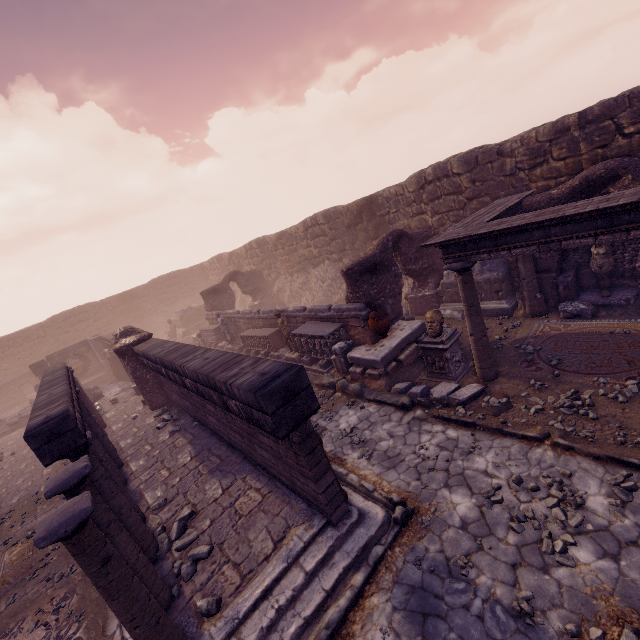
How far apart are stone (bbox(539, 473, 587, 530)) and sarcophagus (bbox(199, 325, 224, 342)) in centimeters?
1591cm

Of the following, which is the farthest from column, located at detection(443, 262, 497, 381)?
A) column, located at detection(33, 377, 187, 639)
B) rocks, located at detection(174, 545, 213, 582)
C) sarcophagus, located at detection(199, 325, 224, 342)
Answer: sarcophagus, located at detection(199, 325, 224, 342)

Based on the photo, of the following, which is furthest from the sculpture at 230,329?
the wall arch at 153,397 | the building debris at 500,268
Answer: the building debris at 500,268

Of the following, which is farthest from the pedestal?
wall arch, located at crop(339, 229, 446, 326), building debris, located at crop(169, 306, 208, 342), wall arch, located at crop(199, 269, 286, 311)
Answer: building debris, located at crop(169, 306, 208, 342)

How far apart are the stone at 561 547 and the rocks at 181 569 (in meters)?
4.51

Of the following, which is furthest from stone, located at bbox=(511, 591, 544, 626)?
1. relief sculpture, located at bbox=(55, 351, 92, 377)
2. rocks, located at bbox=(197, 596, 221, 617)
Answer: relief sculpture, located at bbox=(55, 351, 92, 377)

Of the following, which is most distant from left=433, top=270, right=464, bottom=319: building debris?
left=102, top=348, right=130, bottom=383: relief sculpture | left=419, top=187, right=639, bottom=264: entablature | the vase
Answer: left=102, top=348, right=130, bottom=383: relief sculpture

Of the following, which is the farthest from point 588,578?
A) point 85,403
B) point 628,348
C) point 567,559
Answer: point 85,403
